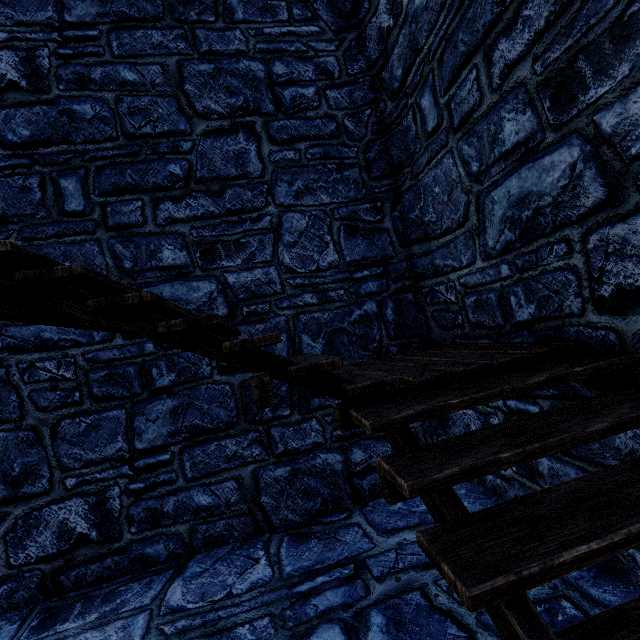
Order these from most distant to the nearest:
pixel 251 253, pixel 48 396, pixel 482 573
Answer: pixel 251 253 → pixel 48 396 → pixel 482 573
